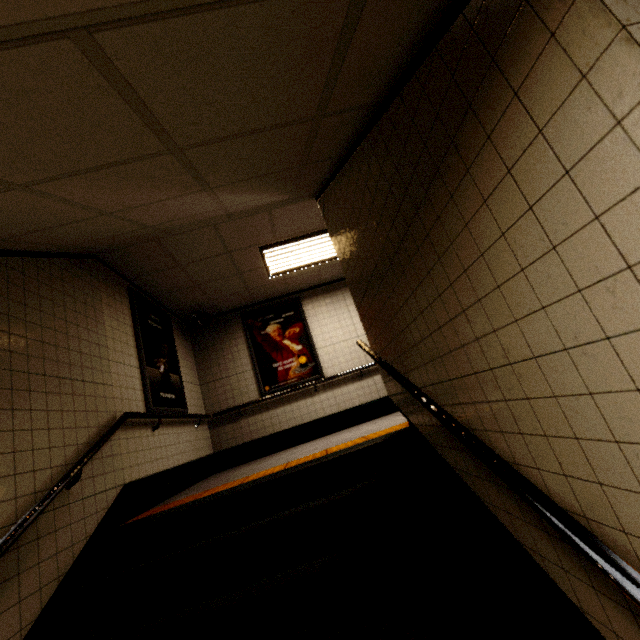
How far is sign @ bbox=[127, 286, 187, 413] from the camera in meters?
4.2

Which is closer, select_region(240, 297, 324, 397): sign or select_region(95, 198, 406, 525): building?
select_region(95, 198, 406, 525): building

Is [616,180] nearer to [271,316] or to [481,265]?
[481,265]

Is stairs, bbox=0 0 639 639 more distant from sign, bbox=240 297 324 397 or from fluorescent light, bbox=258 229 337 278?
sign, bbox=240 297 324 397

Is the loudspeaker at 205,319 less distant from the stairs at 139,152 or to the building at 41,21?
the stairs at 139,152

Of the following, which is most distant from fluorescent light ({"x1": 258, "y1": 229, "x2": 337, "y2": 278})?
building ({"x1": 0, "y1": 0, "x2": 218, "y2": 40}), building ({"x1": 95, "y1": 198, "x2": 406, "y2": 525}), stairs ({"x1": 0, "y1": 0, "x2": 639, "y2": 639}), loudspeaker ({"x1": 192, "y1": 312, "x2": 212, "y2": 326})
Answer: building ({"x1": 0, "y1": 0, "x2": 218, "y2": 40})

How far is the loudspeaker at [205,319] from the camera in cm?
610

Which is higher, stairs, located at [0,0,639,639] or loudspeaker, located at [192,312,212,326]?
loudspeaker, located at [192,312,212,326]
